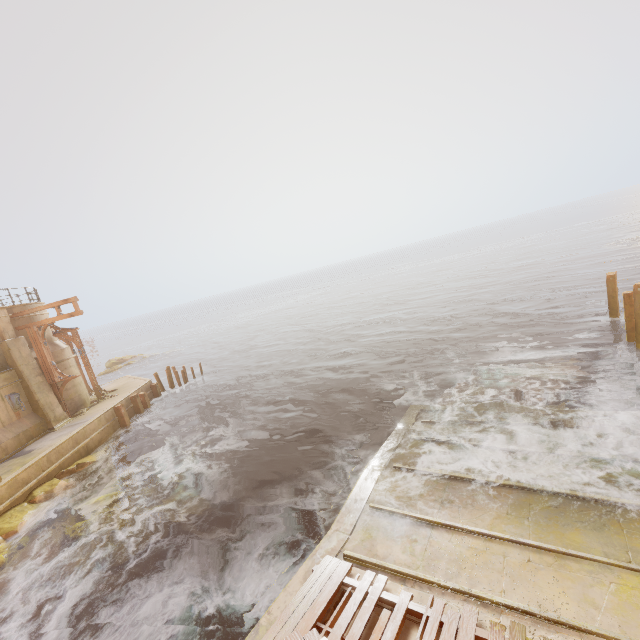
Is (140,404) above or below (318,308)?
above

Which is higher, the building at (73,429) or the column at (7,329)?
the column at (7,329)

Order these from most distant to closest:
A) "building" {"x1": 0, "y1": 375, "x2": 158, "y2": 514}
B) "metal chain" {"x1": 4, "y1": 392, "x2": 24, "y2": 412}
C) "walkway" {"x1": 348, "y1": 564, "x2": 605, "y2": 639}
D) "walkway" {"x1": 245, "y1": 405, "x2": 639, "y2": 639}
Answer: "metal chain" {"x1": 4, "y1": 392, "x2": 24, "y2": 412}, "building" {"x1": 0, "y1": 375, "x2": 158, "y2": 514}, "walkway" {"x1": 245, "y1": 405, "x2": 639, "y2": 639}, "walkway" {"x1": 348, "y1": 564, "x2": 605, "y2": 639}

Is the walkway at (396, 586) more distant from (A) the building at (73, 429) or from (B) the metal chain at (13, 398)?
(B) the metal chain at (13, 398)

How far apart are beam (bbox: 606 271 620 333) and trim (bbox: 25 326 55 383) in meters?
29.7

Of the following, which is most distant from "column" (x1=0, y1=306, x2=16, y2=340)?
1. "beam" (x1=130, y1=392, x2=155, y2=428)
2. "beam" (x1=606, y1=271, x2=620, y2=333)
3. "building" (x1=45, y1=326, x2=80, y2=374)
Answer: "beam" (x1=606, y1=271, x2=620, y2=333)

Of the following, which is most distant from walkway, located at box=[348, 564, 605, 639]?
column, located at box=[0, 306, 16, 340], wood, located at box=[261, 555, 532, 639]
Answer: column, located at box=[0, 306, 16, 340]

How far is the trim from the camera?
17.6m
